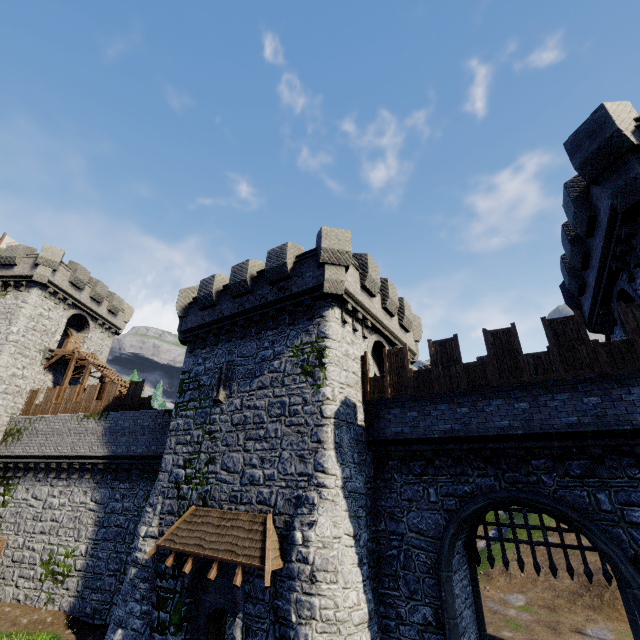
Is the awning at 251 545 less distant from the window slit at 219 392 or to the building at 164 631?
the building at 164 631

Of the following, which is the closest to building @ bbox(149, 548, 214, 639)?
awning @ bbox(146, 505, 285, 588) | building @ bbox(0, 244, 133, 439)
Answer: awning @ bbox(146, 505, 285, 588)

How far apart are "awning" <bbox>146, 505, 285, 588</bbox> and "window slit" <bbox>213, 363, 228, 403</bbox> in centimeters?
408cm

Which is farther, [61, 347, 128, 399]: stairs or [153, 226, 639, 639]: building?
[61, 347, 128, 399]: stairs

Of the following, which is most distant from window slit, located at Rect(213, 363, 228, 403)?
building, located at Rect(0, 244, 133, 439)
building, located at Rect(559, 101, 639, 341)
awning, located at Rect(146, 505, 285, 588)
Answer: building, located at Rect(0, 244, 133, 439)

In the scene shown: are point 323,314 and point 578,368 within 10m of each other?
yes

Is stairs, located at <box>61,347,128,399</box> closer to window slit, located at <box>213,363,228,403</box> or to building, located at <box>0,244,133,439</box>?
building, located at <box>0,244,133,439</box>

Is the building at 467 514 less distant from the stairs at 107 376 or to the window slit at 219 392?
the window slit at 219 392
